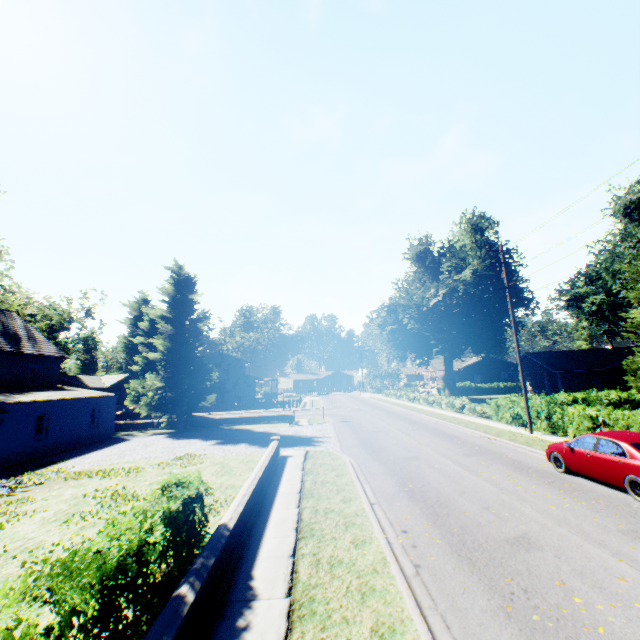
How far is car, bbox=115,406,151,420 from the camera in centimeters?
4041cm

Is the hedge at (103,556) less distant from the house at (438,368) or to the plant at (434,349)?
the plant at (434,349)

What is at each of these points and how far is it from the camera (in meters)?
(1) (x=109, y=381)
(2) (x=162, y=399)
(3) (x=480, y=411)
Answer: (1) house, 57.91
(2) plant, 28.22
(3) hedge, 26.80

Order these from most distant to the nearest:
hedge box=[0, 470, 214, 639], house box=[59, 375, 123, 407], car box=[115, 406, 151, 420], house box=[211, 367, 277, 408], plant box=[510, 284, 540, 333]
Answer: house box=[59, 375, 123, 407]
house box=[211, 367, 277, 408]
plant box=[510, 284, 540, 333]
car box=[115, 406, 151, 420]
hedge box=[0, 470, 214, 639]

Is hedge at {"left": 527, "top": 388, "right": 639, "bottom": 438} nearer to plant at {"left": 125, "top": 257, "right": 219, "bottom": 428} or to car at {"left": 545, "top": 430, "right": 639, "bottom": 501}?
plant at {"left": 125, "top": 257, "right": 219, "bottom": 428}

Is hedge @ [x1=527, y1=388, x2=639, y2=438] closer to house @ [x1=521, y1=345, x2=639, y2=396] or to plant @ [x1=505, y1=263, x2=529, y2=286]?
plant @ [x1=505, y1=263, x2=529, y2=286]

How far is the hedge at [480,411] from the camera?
21.9m

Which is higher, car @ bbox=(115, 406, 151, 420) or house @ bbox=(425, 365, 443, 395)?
house @ bbox=(425, 365, 443, 395)
